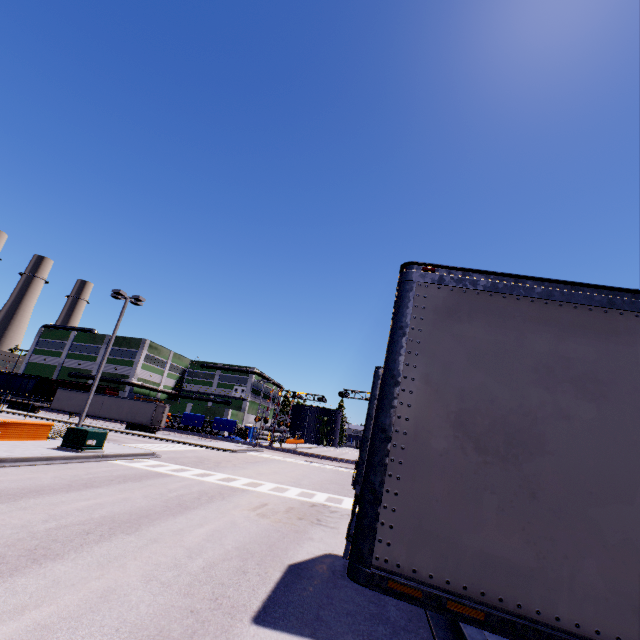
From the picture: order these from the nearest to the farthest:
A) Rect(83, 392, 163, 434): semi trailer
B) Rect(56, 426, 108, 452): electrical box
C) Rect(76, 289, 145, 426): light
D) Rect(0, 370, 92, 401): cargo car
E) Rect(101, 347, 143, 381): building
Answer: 1. Rect(56, 426, 108, 452): electrical box
2. Rect(76, 289, 145, 426): light
3. Rect(83, 392, 163, 434): semi trailer
4. Rect(0, 370, 92, 401): cargo car
5. Rect(101, 347, 143, 381): building

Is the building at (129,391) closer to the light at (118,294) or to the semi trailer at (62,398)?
the semi trailer at (62,398)

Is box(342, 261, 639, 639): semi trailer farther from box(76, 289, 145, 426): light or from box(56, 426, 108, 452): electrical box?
box(76, 289, 145, 426): light

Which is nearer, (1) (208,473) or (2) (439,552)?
(2) (439,552)

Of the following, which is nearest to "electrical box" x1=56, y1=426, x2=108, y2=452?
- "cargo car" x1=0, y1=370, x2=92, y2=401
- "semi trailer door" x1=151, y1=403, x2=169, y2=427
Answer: "cargo car" x1=0, y1=370, x2=92, y2=401

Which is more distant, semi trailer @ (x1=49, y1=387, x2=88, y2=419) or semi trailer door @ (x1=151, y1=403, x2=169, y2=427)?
semi trailer @ (x1=49, y1=387, x2=88, y2=419)

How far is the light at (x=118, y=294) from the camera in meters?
20.7 m

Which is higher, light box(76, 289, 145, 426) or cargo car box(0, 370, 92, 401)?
light box(76, 289, 145, 426)
